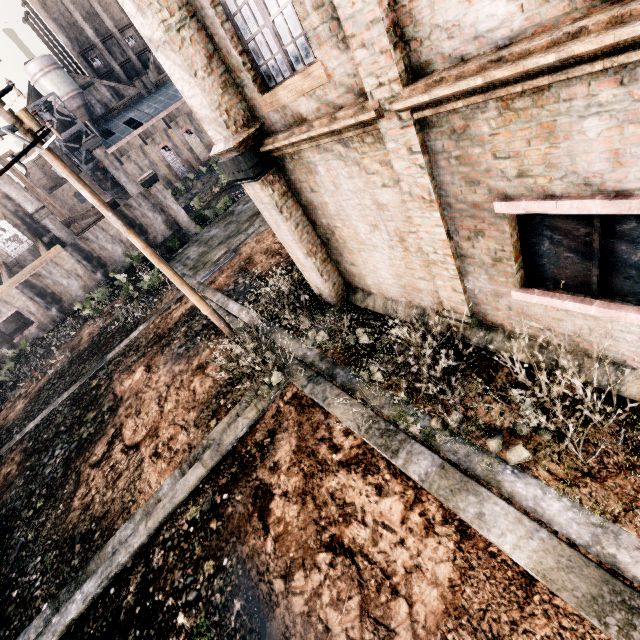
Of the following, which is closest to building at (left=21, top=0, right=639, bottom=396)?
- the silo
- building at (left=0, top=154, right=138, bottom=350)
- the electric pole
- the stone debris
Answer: the electric pole

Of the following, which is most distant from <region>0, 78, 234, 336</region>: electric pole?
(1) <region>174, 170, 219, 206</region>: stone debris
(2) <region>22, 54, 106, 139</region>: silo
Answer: (2) <region>22, 54, 106, 139</region>: silo

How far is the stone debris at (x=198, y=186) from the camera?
47.13m

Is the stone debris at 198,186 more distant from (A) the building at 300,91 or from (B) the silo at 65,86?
(A) the building at 300,91

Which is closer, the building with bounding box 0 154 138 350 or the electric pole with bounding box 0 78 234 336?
the electric pole with bounding box 0 78 234 336

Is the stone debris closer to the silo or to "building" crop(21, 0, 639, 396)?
the silo

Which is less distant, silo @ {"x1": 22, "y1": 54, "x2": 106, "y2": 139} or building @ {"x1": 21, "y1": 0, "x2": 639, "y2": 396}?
building @ {"x1": 21, "y1": 0, "x2": 639, "y2": 396}

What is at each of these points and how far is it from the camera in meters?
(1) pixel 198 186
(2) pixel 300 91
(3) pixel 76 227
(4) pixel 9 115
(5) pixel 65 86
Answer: (1) stone debris, 49.0 m
(2) building, 5.5 m
(3) building, 41.7 m
(4) electric pole, 7.3 m
(5) silo, 47.8 m
